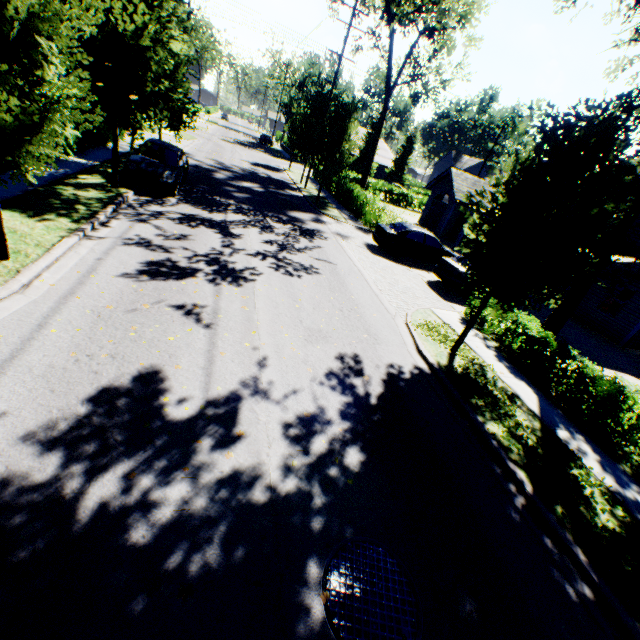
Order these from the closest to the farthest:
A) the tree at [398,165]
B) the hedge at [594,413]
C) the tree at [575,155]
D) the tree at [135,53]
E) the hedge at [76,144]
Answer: the tree at [135,53] → the tree at [575,155] → the hedge at [594,413] → the hedge at [76,144] → the tree at [398,165]

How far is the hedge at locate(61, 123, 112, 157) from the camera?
13.2 meters

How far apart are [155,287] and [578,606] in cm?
899

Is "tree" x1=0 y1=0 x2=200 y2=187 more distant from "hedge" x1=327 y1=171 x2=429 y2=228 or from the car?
the car

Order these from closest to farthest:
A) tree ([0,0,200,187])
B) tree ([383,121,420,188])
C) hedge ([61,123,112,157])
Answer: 1. tree ([0,0,200,187])
2. hedge ([61,123,112,157])
3. tree ([383,121,420,188])

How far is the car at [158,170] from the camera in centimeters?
1251cm

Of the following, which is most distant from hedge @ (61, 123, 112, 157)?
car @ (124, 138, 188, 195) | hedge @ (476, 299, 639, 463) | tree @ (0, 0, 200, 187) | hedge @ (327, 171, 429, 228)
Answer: hedge @ (327, 171, 429, 228)

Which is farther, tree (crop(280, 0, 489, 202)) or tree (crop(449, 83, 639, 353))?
tree (crop(280, 0, 489, 202))
